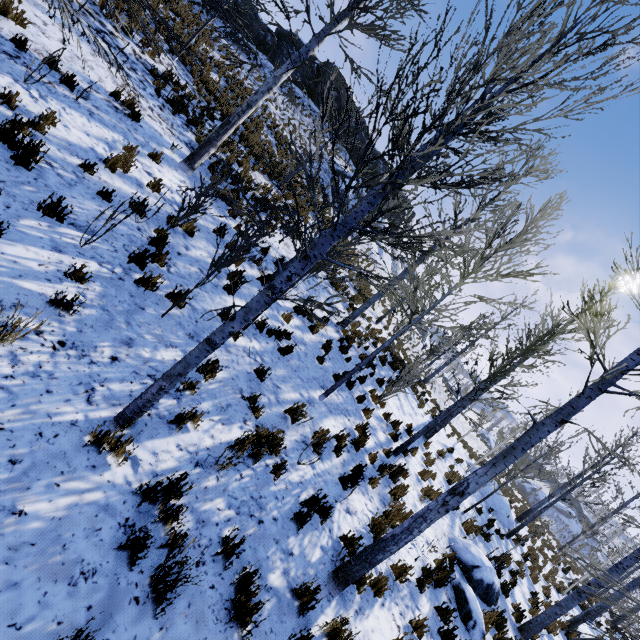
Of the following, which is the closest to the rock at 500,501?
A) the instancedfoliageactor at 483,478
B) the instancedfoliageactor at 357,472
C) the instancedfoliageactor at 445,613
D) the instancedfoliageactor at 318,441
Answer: the instancedfoliageactor at 483,478

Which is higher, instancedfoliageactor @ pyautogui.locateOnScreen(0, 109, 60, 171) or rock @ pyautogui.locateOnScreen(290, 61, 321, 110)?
rock @ pyautogui.locateOnScreen(290, 61, 321, 110)

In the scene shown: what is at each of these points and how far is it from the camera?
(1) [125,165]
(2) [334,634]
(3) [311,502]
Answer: (1) instancedfoliageactor, 6.9m
(2) instancedfoliageactor, 3.7m
(3) instancedfoliageactor, 5.0m

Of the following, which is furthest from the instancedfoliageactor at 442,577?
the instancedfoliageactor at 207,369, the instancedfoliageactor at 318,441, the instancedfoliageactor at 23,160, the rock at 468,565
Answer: the instancedfoliageactor at 23,160

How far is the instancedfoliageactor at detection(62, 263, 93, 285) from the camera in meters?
4.4 m

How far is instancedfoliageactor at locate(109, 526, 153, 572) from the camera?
2.9 meters

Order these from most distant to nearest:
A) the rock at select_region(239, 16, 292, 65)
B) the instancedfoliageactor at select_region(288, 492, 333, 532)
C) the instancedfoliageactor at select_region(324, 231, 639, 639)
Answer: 1. the rock at select_region(239, 16, 292, 65)
2. the instancedfoliageactor at select_region(288, 492, 333, 532)
3. the instancedfoliageactor at select_region(324, 231, 639, 639)

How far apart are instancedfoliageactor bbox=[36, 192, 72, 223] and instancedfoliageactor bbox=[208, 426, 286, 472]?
4.36m
